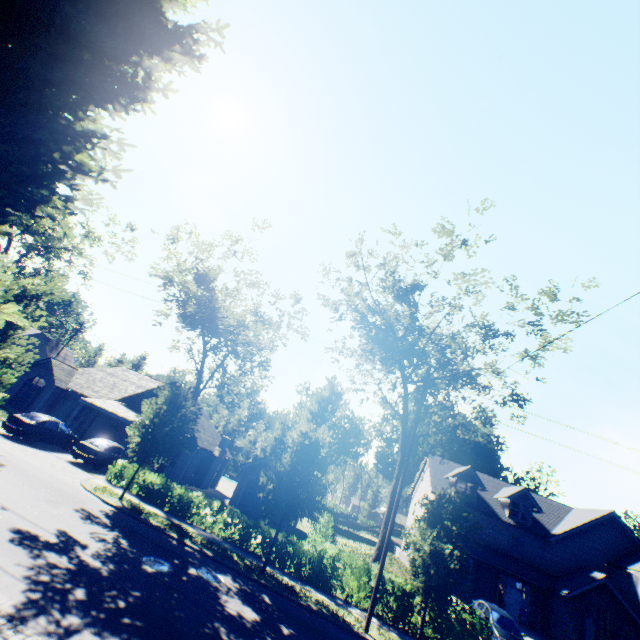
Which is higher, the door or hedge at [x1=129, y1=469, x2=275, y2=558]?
the door

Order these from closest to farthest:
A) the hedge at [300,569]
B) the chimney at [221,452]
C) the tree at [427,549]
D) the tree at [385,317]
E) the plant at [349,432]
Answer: the tree at [427,549], the hedge at [300,569], the tree at [385,317], the chimney at [221,452], the plant at [349,432]

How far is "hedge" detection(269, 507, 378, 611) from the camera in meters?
16.0

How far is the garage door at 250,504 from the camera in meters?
26.4 m

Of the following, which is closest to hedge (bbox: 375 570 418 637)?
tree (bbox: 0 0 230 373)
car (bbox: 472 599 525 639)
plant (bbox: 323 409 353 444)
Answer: tree (bbox: 0 0 230 373)

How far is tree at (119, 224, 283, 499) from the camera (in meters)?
17.06

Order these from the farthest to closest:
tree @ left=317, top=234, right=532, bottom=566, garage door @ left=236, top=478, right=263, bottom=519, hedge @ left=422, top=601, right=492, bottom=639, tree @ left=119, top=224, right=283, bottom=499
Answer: garage door @ left=236, top=478, right=263, bottom=519 < tree @ left=317, top=234, right=532, bottom=566 < tree @ left=119, top=224, right=283, bottom=499 < hedge @ left=422, top=601, right=492, bottom=639

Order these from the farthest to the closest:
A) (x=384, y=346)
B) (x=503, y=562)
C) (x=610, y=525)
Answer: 1. (x=610, y=525)
2. (x=503, y=562)
3. (x=384, y=346)
